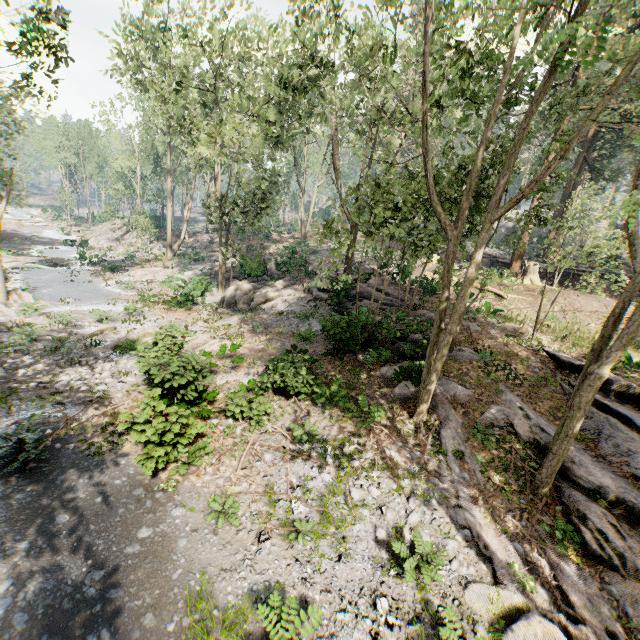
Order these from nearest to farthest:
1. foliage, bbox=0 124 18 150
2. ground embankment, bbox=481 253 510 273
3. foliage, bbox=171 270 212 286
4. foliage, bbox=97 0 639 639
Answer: foliage, bbox=97 0 639 639
foliage, bbox=0 124 18 150
foliage, bbox=171 270 212 286
ground embankment, bbox=481 253 510 273

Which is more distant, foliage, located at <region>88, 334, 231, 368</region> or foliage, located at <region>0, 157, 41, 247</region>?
foliage, located at <region>0, 157, 41, 247</region>

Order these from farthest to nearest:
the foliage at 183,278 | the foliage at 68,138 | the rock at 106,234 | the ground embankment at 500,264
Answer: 1. the foliage at 68,138
2. the rock at 106,234
3. the ground embankment at 500,264
4. the foliage at 183,278

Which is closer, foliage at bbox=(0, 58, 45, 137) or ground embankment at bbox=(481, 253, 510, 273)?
foliage at bbox=(0, 58, 45, 137)

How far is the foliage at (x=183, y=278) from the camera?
24.3 meters

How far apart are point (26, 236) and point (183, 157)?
26.93m

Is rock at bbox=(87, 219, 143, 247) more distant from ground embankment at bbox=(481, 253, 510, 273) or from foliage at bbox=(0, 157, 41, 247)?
ground embankment at bbox=(481, 253, 510, 273)
